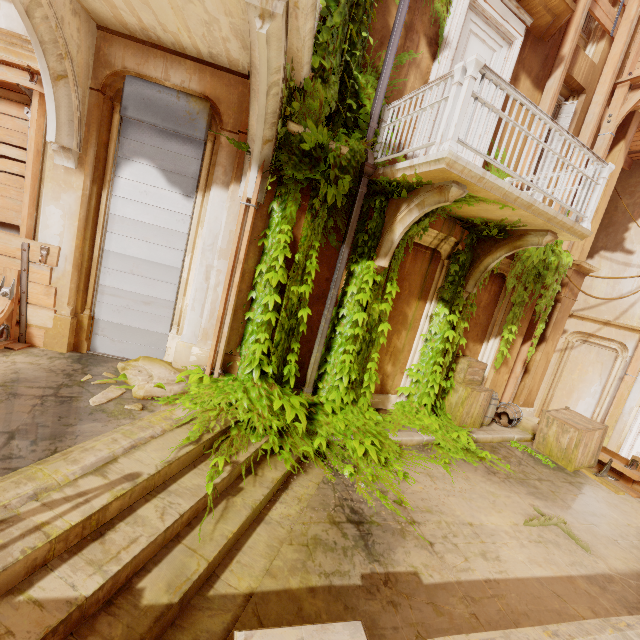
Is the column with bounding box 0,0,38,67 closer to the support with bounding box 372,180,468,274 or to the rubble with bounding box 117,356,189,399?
the rubble with bounding box 117,356,189,399

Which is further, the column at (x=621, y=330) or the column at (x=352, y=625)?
the column at (x=621, y=330)

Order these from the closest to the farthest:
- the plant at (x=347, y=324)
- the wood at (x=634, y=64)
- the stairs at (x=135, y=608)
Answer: the stairs at (x=135, y=608) < the plant at (x=347, y=324) < the wood at (x=634, y=64)

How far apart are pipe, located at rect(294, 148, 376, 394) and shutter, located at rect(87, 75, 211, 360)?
2.28m

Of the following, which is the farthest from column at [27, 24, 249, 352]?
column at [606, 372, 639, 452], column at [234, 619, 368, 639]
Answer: column at [606, 372, 639, 452]

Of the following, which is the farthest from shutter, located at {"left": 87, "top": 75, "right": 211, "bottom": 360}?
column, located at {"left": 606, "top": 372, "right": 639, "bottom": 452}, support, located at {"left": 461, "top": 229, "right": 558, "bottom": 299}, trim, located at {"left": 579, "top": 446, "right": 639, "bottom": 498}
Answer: column, located at {"left": 606, "top": 372, "right": 639, "bottom": 452}

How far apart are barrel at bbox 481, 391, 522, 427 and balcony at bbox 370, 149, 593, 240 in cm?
408

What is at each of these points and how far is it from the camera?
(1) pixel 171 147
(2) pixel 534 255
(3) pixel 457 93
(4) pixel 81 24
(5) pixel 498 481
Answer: (1) shutter, 4.8m
(2) plant, 7.2m
(3) railing, 4.0m
(4) support, 4.0m
(5) building, 5.7m
